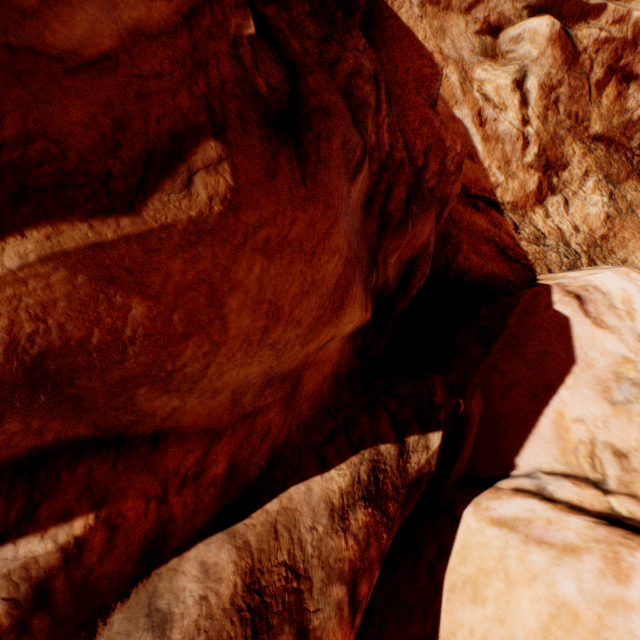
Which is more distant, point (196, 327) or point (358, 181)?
point (358, 181)
